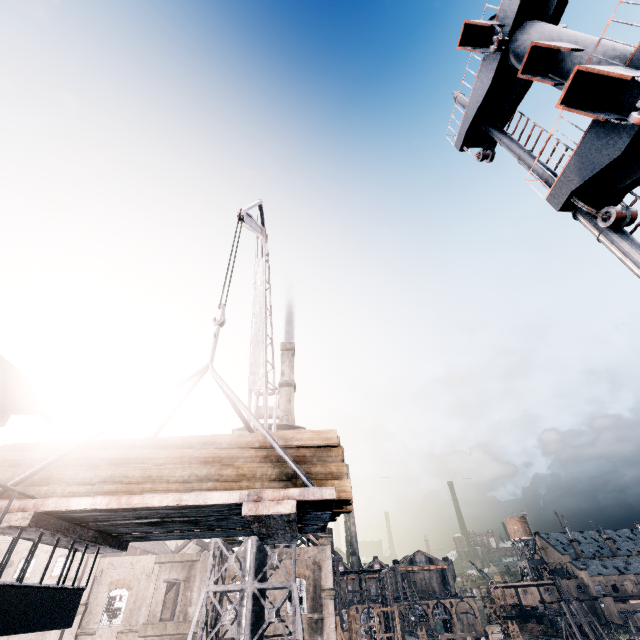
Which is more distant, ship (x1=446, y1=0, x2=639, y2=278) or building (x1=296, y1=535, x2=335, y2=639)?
building (x1=296, y1=535, x2=335, y2=639)

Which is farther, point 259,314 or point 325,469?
point 259,314

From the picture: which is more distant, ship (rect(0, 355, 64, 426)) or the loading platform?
ship (rect(0, 355, 64, 426))

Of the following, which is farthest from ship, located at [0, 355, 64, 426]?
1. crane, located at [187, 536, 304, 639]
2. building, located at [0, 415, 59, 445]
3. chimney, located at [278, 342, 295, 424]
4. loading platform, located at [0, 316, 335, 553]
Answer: chimney, located at [278, 342, 295, 424]

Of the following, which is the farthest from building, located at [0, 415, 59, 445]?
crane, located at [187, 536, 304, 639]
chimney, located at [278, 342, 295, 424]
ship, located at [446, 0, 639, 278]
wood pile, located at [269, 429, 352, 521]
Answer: wood pile, located at [269, 429, 352, 521]

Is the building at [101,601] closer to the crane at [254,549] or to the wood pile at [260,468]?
the crane at [254,549]

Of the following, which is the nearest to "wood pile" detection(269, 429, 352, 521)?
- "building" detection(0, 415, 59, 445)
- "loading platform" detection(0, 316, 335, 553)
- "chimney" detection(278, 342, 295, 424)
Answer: "loading platform" detection(0, 316, 335, 553)

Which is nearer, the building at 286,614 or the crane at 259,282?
the crane at 259,282
